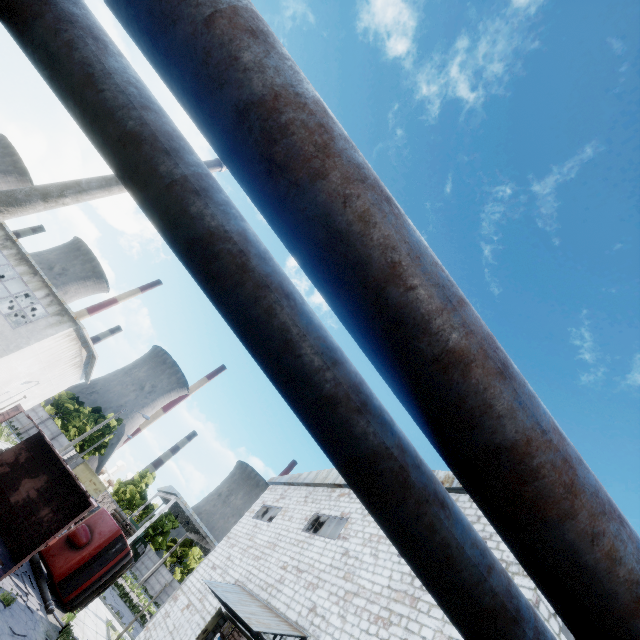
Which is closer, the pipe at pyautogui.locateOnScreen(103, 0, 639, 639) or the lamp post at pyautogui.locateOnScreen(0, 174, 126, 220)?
the pipe at pyautogui.locateOnScreen(103, 0, 639, 639)

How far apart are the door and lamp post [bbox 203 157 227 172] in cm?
6241

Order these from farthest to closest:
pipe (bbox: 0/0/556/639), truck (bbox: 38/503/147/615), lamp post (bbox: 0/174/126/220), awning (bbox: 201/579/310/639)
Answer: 1. truck (bbox: 38/503/147/615)
2. awning (bbox: 201/579/310/639)
3. lamp post (bbox: 0/174/126/220)
4. pipe (bbox: 0/0/556/639)

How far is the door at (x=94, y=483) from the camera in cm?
5069

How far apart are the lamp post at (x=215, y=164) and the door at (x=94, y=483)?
62.4m

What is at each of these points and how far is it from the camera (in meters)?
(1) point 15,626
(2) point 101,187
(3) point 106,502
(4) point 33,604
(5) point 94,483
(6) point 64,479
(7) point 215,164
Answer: (1) asphalt debris, 9.97
(2) lamp post, 5.37
(3) log pile, 33.06
(4) asphalt debris, 12.16
(5) door, 51.38
(6) truck dump body, 15.38
(7) lamp post, 6.93

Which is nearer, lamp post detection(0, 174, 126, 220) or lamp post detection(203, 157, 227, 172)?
lamp post detection(0, 174, 126, 220)

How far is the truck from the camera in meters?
14.4 m
